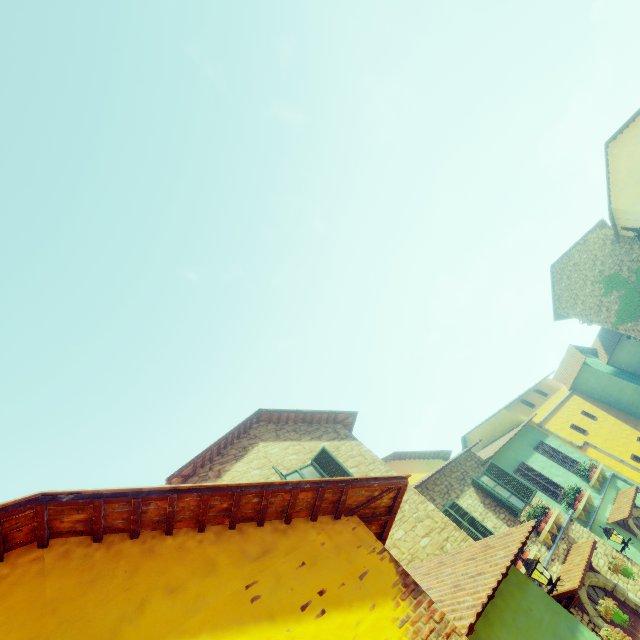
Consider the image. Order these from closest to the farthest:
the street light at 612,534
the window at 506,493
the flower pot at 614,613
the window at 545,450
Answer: the flower pot at 614,613 → the street light at 612,534 → the window at 506,493 → the window at 545,450

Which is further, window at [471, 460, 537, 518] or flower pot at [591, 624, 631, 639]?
window at [471, 460, 537, 518]

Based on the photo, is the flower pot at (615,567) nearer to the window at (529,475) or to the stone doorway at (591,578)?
the stone doorway at (591,578)

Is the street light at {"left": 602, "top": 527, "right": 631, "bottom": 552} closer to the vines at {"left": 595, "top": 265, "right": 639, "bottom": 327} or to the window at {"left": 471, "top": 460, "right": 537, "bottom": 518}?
the window at {"left": 471, "top": 460, "right": 537, "bottom": 518}

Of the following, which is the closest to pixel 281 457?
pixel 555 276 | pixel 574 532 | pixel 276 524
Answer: pixel 276 524

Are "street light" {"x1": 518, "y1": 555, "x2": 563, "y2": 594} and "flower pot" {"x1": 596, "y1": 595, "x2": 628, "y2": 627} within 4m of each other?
yes

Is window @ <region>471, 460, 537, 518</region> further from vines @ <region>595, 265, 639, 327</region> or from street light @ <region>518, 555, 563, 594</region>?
vines @ <region>595, 265, 639, 327</region>

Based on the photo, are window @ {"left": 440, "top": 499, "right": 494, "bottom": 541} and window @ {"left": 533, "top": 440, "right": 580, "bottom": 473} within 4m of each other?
no
